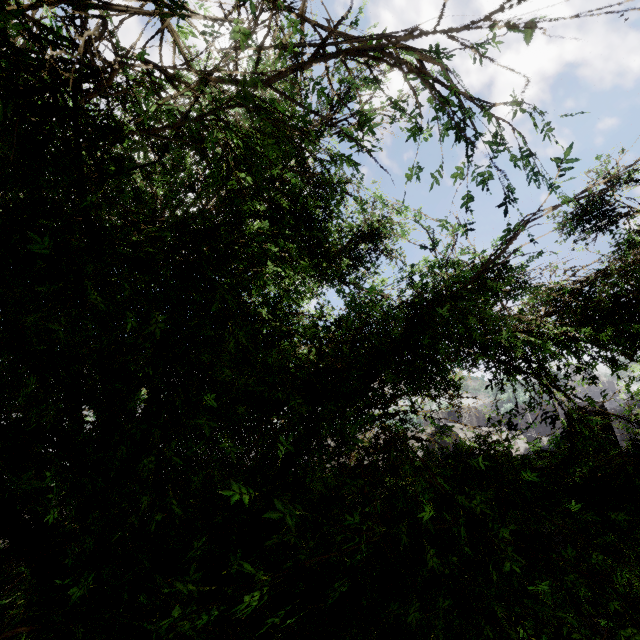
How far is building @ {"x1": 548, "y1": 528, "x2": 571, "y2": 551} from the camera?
8.10m

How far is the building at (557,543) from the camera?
8.1m

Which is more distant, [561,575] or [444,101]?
[561,575]
